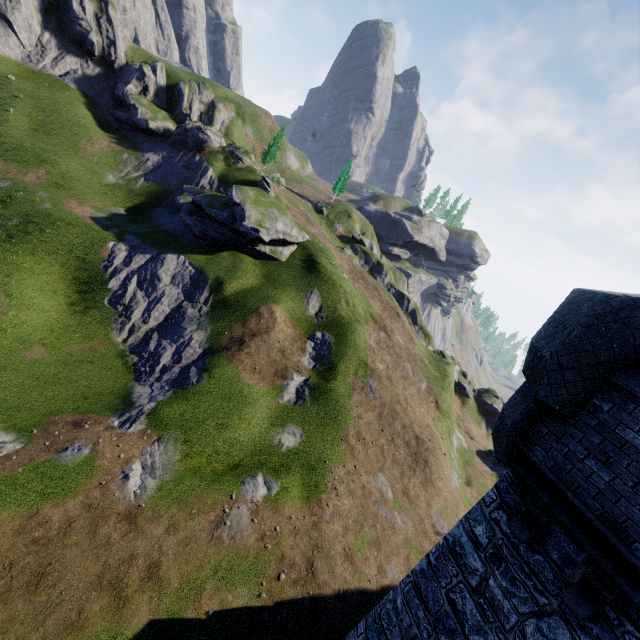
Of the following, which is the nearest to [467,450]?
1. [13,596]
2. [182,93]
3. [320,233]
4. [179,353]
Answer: [179,353]
